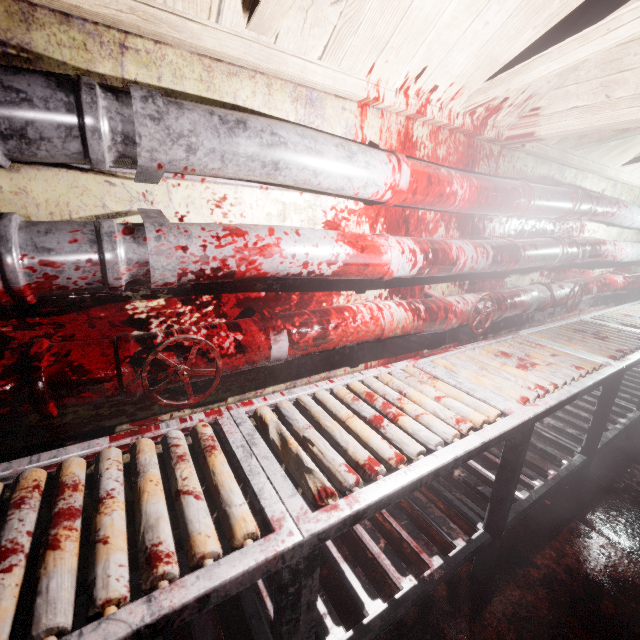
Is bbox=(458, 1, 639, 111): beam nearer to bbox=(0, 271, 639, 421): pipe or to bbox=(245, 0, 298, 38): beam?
bbox=(245, 0, 298, 38): beam

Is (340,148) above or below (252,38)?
below

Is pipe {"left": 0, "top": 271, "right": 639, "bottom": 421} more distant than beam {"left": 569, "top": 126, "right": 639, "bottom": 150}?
No

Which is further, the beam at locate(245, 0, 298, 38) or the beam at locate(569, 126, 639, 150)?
the beam at locate(569, 126, 639, 150)

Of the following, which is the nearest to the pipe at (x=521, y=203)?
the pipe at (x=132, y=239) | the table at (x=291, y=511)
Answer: the pipe at (x=132, y=239)

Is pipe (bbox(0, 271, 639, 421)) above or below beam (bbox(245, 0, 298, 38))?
below

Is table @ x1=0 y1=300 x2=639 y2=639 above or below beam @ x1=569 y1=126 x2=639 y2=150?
below

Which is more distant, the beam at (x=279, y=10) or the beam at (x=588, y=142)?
the beam at (x=588, y=142)
